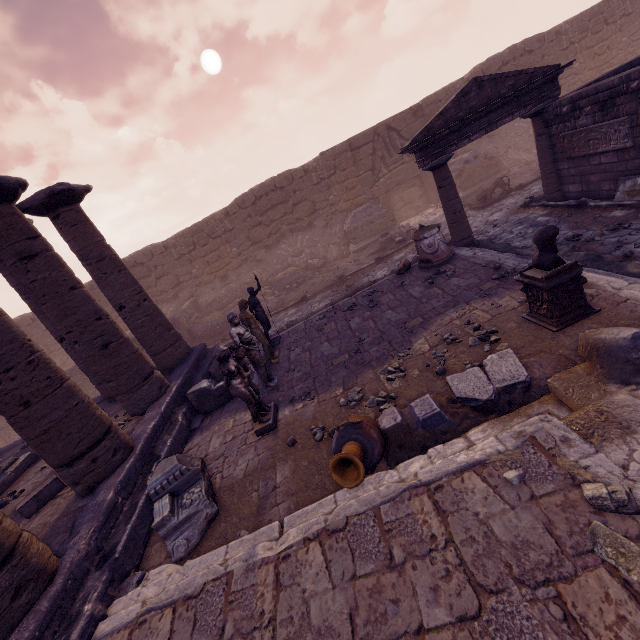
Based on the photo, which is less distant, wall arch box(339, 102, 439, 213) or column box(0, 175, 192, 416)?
column box(0, 175, 192, 416)

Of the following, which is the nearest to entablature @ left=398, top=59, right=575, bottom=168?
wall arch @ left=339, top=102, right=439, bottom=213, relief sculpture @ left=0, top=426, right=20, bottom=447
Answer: wall arch @ left=339, top=102, right=439, bottom=213

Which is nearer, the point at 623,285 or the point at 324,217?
the point at 623,285

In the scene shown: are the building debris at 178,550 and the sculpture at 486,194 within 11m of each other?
no

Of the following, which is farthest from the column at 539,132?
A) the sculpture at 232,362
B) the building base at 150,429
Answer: the building base at 150,429

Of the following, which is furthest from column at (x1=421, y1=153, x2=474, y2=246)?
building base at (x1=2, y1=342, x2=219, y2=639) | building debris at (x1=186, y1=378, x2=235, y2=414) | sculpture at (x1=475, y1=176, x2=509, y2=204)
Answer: building base at (x1=2, y1=342, x2=219, y2=639)

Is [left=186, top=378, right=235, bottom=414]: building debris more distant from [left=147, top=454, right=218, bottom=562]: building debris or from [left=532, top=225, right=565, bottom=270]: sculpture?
[left=532, top=225, right=565, bottom=270]: sculpture

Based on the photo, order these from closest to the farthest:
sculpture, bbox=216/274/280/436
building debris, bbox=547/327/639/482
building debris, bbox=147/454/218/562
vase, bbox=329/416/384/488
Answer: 1. building debris, bbox=547/327/639/482
2. vase, bbox=329/416/384/488
3. building debris, bbox=147/454/218/562
4. sculpture, bbox=216/274/280/436
